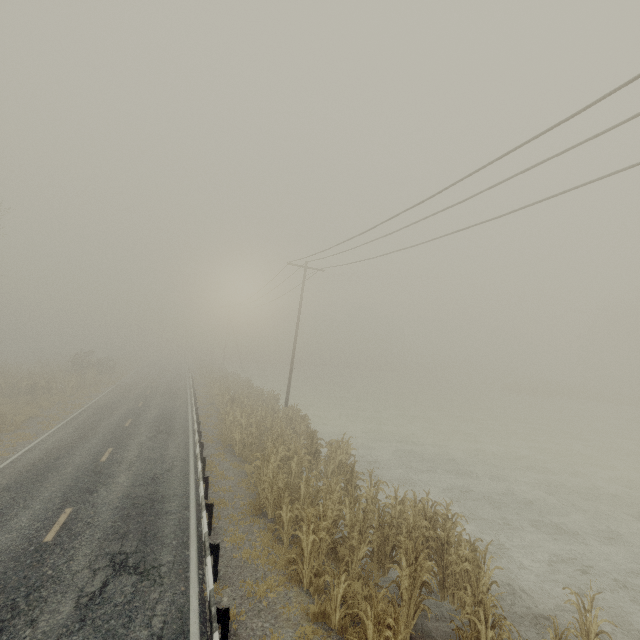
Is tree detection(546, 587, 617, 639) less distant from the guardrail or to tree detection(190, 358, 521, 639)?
tree detection(190, 358, 521, 639)

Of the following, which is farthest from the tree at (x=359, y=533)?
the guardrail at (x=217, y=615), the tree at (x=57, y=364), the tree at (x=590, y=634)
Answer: the tree at (x=57, y=364)

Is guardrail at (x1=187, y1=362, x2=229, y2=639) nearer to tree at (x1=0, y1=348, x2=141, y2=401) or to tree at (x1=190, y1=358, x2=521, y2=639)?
tree at (x1=190, y1=358, x2=521, y2=639)

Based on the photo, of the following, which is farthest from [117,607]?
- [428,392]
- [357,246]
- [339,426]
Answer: [428,392]

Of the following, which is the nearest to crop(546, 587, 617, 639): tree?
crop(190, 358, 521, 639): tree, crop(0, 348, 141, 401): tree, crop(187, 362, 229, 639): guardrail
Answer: crop(190, 358, 521, 639): tree

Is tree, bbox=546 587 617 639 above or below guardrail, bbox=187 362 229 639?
below

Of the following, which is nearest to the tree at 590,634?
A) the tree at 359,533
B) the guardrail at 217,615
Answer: the tree at 359,533

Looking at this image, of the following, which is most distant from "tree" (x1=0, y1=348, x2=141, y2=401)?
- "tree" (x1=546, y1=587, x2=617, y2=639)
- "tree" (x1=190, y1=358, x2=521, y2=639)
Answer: "tree" (x1=546, y1=587, x2=617, y2=639)
